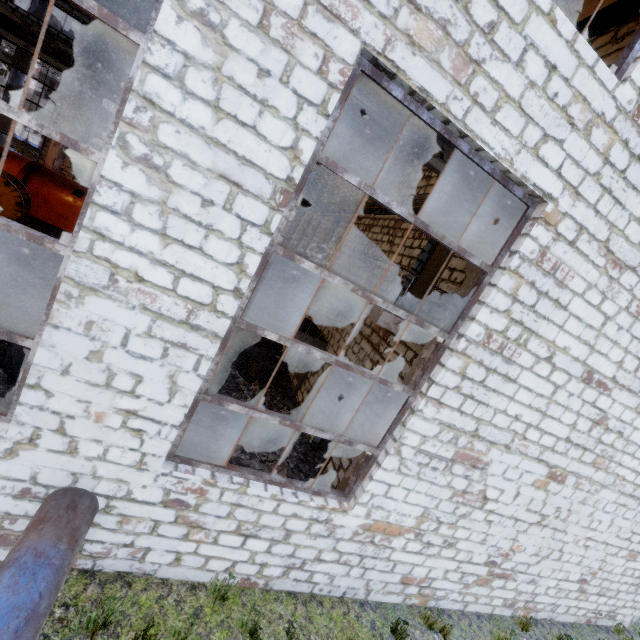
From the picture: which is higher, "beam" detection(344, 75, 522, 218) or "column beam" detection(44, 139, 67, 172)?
"beam" detection(344, 75, 522, 218)

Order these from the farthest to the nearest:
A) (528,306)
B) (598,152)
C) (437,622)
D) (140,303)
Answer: (437,622), (528,306), (598,152), (140,303)

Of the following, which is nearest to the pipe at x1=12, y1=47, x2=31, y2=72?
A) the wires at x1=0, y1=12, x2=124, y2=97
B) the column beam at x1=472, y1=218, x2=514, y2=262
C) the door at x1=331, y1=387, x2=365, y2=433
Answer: the wires at x1=0, y1=12, x2=124, y2=97

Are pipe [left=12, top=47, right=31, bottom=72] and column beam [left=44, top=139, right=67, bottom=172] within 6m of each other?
yes

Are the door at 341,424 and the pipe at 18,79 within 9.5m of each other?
no

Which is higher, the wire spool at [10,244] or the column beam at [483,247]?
the column beam at [483,247]

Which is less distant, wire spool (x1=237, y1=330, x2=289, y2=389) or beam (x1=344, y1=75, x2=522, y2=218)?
beam (x1=344, y1=75, x2=522, y2=218)

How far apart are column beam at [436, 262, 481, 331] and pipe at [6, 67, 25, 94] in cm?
2418
